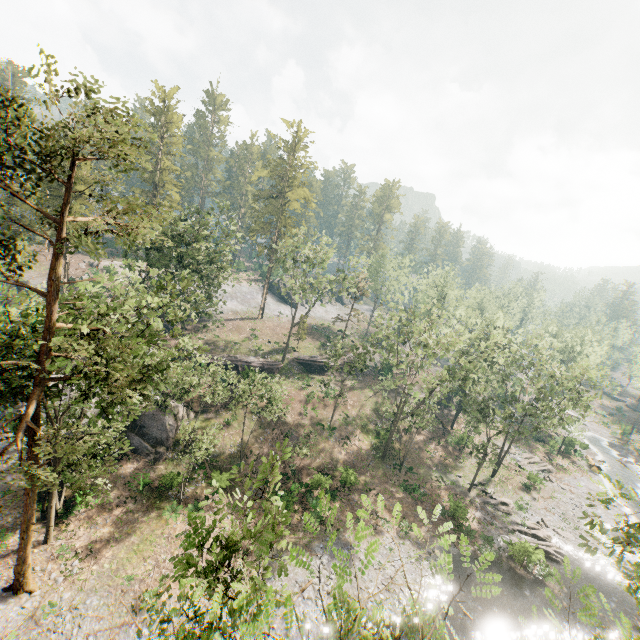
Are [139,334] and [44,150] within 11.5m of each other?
yes

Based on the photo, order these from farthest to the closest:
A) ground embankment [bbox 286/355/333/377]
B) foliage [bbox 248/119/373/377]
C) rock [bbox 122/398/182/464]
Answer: ground embankment [bbox 286/355/333/377] < foliage [bbox 248/119/373/377] < rock [bbox 122/398/182/464]

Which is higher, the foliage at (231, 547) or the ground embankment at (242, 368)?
the foliage at (231, 547)

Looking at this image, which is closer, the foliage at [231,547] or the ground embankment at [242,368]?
the foliage at [231,547]

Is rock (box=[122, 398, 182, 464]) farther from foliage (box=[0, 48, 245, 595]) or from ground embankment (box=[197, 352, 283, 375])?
foliage (box=[0, 48, 245, 595])

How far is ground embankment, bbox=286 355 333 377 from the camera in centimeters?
4922cm

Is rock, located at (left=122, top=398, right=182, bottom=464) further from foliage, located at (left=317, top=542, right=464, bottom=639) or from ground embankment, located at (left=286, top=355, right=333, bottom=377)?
ground embankment, located at (left=286, top=355, right=333, bottom=377)
